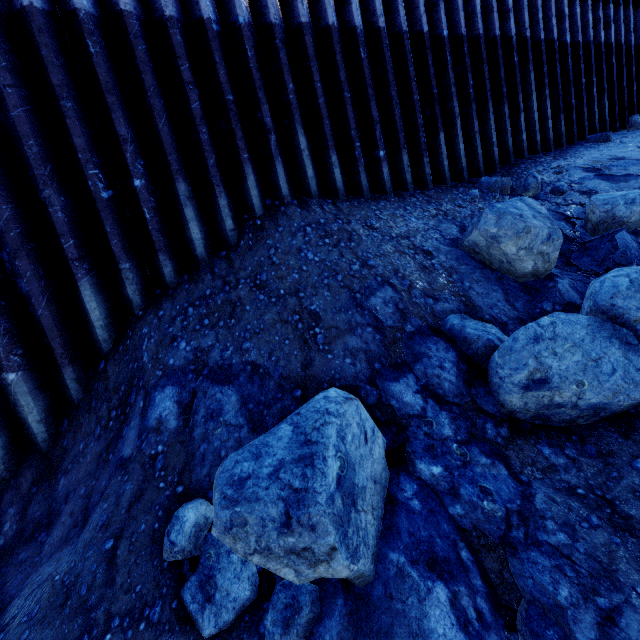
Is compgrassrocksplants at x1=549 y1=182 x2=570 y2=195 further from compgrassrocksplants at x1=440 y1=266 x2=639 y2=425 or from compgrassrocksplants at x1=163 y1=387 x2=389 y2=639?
compgrassrocksplants at x1=163 y1=387 x2=389 y2=639

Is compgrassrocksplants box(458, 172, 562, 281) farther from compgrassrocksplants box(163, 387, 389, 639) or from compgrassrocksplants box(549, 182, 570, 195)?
compgrassrocksplants box(163, 387, 389, 639)

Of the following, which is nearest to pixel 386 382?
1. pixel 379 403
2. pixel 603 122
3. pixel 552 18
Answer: pixel 379 403

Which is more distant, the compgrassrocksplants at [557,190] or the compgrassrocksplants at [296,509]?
the compgrassrocksplants at [557,190]

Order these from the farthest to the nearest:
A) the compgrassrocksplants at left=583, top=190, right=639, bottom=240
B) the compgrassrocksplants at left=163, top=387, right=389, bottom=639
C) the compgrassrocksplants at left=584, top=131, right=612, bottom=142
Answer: the compgrassrocksplants at left=584, top=131, right=612, bottom=142 → the compgrassrocksplants at left=583, top=190, right=639, bottom=240 → the compgrassrocksplants at left=163, top=387, right=389, bottom=639

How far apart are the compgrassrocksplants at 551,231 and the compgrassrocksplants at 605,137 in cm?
574

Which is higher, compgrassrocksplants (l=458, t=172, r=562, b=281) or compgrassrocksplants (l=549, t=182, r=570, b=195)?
compgrassrocksplants (l=549, t=182, r=570, b=195)

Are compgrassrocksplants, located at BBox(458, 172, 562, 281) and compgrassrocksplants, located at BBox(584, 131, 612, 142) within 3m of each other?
no
